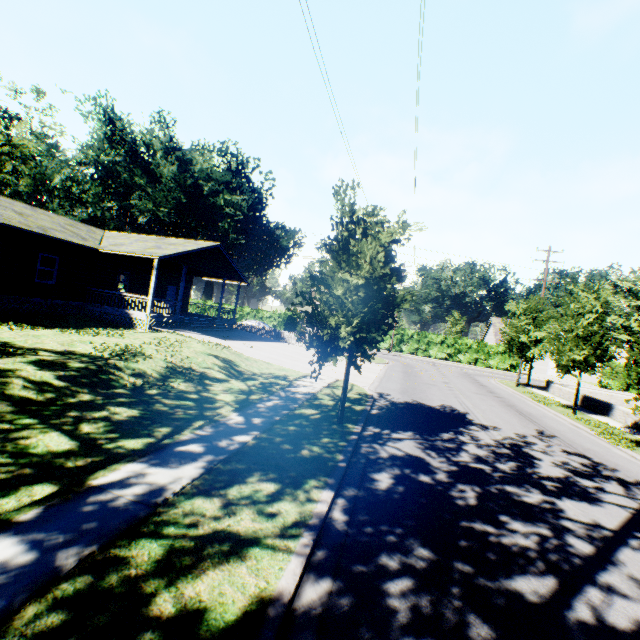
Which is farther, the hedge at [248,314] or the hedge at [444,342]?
the hedge at [248,314]

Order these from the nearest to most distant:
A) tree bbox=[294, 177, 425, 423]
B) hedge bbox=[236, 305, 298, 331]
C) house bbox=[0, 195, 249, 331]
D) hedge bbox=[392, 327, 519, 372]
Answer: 1. tree bbox=[294, 177, 425, 423]
2. house bbox=[0, 195, 249, 331]
3. hedge bbox=[392, 327, 519, 372]
4. hedge bbox=[236, 305, 298, 331]

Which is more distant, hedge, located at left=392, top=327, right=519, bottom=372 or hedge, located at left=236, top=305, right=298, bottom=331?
hedge, located at left=236, top=305, right=298, bottom=331

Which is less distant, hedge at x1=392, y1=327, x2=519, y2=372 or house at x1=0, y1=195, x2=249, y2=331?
house at x1=0, y1=195, x2=249, y2=331

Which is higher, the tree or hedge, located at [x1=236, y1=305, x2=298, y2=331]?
the tree

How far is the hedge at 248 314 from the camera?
47.6 meters

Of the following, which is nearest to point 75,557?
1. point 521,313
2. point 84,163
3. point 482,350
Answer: point 521,313

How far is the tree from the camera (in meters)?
7.96
